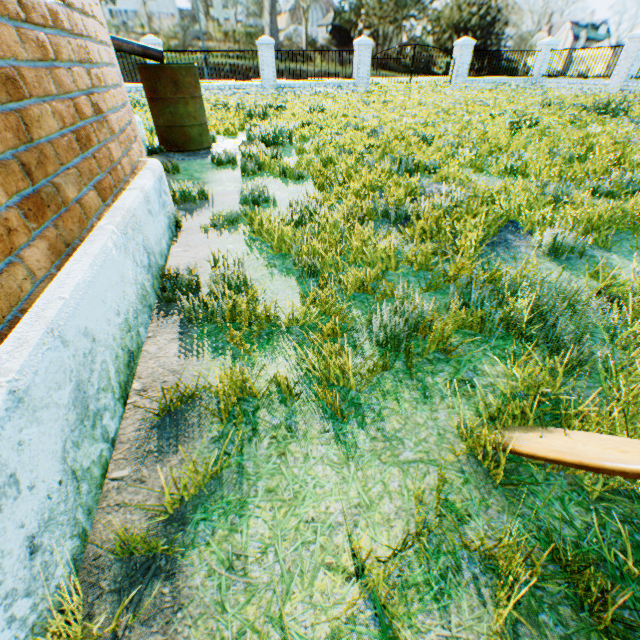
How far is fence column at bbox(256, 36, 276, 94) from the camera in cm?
1595

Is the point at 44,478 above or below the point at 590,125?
below

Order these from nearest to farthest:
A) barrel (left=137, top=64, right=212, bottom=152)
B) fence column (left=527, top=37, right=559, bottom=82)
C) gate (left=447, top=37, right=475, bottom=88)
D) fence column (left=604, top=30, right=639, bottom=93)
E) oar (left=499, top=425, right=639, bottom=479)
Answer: oar (left=499, top=425, right=639, bottom=479)
barrel (left=137, top=64, right=212, bottom=152)
fence column (left=604, top=30, right=639, bottom=93)
gate (left=447, top=37, right=475, bottom=88)
fence column (left=527, top=37, right=559, bottom=82)

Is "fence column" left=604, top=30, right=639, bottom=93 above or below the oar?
above

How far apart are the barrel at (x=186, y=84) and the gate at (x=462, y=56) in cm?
1895

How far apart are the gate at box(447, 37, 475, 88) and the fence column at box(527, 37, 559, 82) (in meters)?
4.77

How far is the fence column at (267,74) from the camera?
15.9m

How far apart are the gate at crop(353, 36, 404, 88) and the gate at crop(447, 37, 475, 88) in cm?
482
